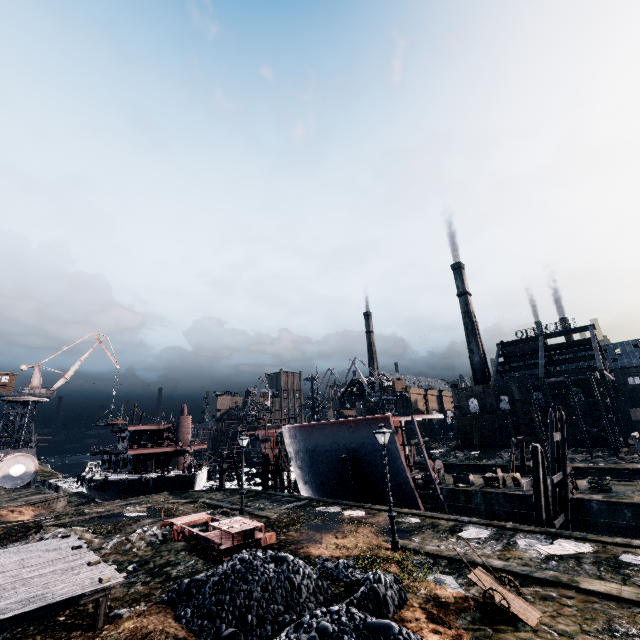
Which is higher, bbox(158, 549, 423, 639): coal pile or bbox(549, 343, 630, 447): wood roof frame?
bbox(549, 343, 630, 447): wood roof frame

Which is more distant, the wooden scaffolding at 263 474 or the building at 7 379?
the building at 7 379

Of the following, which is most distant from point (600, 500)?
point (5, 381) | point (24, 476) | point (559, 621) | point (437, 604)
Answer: point (5, 381)

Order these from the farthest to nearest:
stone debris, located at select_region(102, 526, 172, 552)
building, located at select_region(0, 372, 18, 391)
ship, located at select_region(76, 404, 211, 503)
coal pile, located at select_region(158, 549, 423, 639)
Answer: building, located at select_region(0, 372, 18, 391) → ship, located at select_region(76, 404, 211, 503) → stone debris, located at select_region(102, 526, 172, 552) → coal pile, located at select_region(158, 549, 423, 639)

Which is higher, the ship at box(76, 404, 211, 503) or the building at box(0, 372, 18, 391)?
the building at box(0, 372, 18, 391)

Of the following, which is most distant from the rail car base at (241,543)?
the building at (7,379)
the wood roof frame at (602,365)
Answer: the wood roof frame at (602,365)

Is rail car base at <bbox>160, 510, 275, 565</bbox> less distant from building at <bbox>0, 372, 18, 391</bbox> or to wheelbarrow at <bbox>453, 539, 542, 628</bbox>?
wheelbarrow at <bbox>453, 539, 542, 628</bbox>

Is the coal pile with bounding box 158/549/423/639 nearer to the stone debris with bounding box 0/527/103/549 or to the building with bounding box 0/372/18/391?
the stone debris with bounding box 0/527/103/549
